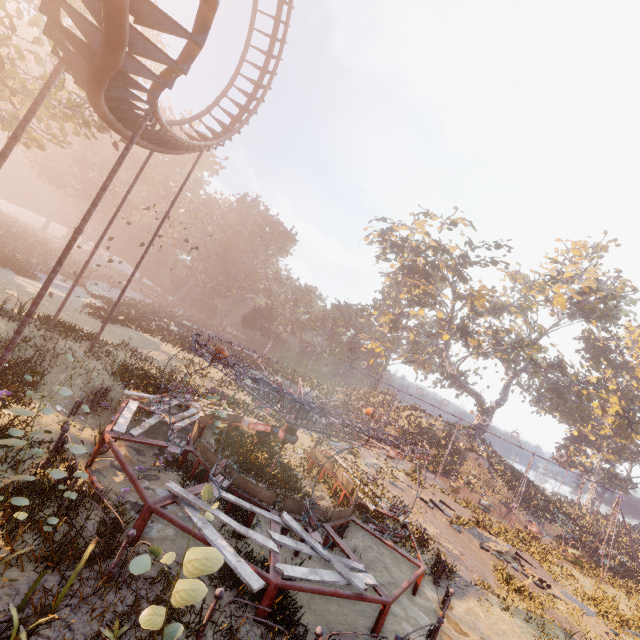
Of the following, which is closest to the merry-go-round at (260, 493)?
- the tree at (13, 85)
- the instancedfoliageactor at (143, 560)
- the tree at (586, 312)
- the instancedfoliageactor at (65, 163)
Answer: the instancedfoliageactor at (143, 560)

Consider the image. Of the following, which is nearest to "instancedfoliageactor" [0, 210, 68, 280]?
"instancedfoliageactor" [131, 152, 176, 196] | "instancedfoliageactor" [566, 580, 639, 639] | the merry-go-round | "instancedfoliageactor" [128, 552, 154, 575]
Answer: "instancedfoliageactor" [131, 152, 176, 196]

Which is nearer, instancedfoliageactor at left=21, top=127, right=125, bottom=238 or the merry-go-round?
the merry-go-round

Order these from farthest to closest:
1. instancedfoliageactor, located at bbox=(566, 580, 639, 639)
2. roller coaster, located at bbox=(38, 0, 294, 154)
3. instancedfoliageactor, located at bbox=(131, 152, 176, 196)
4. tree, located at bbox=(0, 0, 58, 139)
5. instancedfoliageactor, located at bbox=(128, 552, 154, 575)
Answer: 1. instancedfoliageactor, located at bbox=(131, 152, 176, 196)
2. instancedfoliageactor, located at bbox=(566, 580, 639, 639)
3. tree, located at bbox=(0, 0, 58, 139)
4. roller coaster, located at bbox=(38, 0, 294, 154)
5. instancedfoliageactor, located at bbox=(128, 552, 154, 575)

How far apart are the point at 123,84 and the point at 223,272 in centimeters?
5465cm

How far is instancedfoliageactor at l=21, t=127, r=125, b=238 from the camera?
46.9 meters

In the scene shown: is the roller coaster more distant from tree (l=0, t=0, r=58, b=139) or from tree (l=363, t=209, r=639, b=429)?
tree (l=363, t=209, r=639, b=429)

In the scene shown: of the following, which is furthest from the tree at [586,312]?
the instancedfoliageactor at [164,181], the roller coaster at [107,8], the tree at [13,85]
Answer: the instancedfoliageactor at [164,181]
